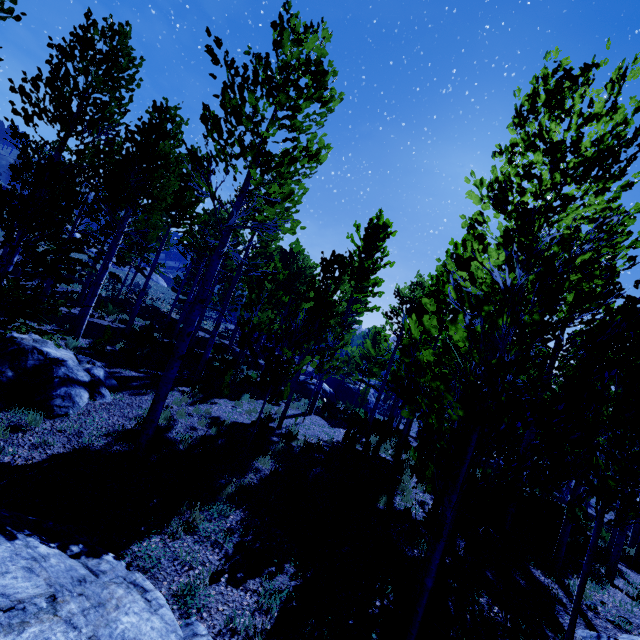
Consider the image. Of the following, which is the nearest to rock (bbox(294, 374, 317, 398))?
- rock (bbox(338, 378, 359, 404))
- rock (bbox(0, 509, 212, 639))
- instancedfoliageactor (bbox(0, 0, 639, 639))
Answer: instancedfoliageactor (bbox(0, 0, 639, 639))

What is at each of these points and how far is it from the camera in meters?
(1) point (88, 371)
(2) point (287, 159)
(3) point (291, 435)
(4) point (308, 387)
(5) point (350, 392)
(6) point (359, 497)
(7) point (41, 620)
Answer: (1) rock, 8.3
(2) instancedfoliageactor, 7.2
(3) instancedfoliageactor, 9.8
(4) rock, 21.5
(5) rock, 32.7
(6) instancedfoliageactor, 7.5
(7) rock, 2.4

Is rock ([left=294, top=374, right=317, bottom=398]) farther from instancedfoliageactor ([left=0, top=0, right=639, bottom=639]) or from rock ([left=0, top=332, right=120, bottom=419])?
rock ([left=0, top=332, right=120, bottom=419])

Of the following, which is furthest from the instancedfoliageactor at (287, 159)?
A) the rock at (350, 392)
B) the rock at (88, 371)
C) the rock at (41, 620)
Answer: the rock at (350, 392)

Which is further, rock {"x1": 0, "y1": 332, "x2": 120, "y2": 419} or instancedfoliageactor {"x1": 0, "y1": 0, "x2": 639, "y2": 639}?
rock {"x1": 0, "y1": 332, "x2": 120, "y2": 419}

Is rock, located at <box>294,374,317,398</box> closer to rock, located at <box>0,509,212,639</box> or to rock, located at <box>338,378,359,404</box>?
rock, located at <box>338,378,359,404</box>

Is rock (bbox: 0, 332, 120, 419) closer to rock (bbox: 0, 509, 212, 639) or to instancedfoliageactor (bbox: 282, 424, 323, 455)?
instancedfoliageactor (bbox: 282, 424, 323, 455)

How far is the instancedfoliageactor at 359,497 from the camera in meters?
7.3
